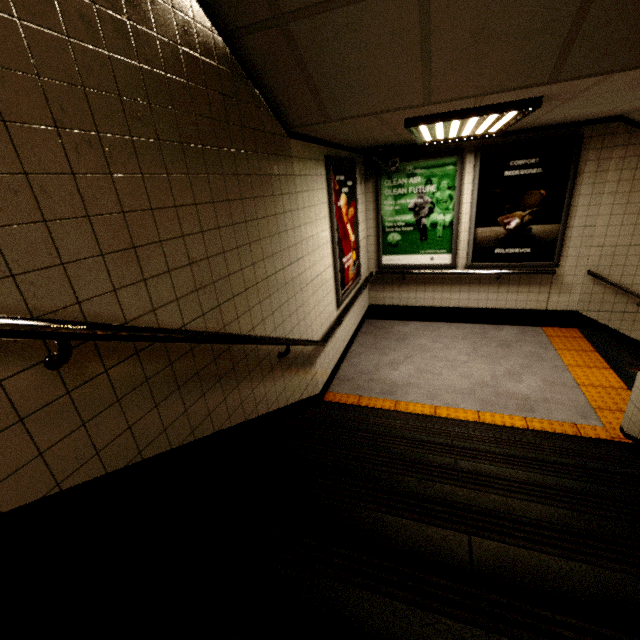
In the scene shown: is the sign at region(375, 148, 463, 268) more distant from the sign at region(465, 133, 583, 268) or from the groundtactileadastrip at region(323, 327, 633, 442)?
the groundtactileadastrip at region(323, 327, 633, 442)

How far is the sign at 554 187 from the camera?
4.4m

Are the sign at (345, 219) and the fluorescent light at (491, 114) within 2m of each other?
yes

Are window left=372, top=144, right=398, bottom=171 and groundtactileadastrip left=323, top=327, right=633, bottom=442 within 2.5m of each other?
no

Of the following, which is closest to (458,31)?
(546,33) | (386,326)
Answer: (546,33)

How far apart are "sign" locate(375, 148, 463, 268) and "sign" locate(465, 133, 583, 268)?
0.1 meters

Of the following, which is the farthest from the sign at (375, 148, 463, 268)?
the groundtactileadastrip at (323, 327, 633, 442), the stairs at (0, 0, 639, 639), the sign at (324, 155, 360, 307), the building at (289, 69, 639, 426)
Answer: the stairs at (0, 0, 639, 639)

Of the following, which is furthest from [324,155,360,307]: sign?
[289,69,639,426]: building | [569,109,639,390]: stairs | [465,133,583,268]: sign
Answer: [569,109,639,390]: stairs
